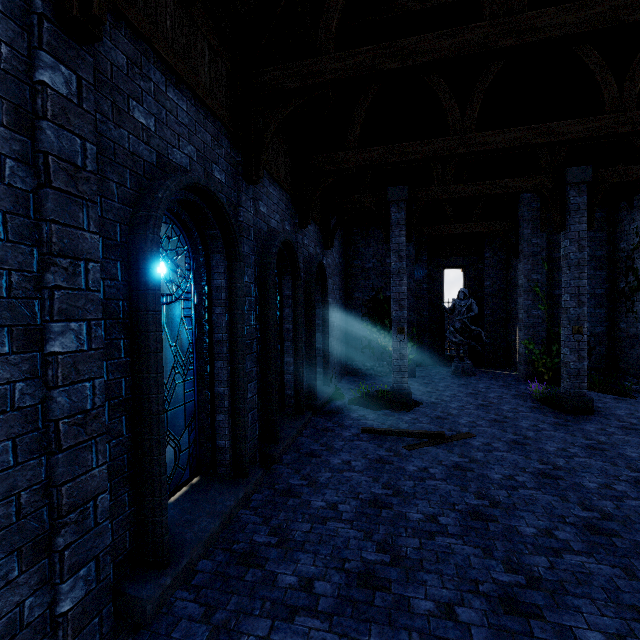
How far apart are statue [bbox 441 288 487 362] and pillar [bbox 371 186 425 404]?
5.1m

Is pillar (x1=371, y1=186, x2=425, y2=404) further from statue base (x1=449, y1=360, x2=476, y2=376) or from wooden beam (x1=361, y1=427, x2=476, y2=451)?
statue base (x1=449, y1=360, x2=476, y2=376)

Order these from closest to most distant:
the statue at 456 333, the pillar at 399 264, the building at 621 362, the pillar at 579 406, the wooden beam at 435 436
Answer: the building at 621 362 → the wooden beam at 435 436 → the pillar at 579 406 → the pillar at 399 264 → the statue at 456 333

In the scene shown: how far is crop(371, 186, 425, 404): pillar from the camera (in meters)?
10.31

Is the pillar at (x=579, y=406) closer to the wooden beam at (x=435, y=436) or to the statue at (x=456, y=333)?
the wooden beam at (x=435, y=436)

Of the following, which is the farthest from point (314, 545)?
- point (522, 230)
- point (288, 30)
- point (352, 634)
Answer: point (522, 230)

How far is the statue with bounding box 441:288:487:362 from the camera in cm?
1480

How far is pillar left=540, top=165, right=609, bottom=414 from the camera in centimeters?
913cm
